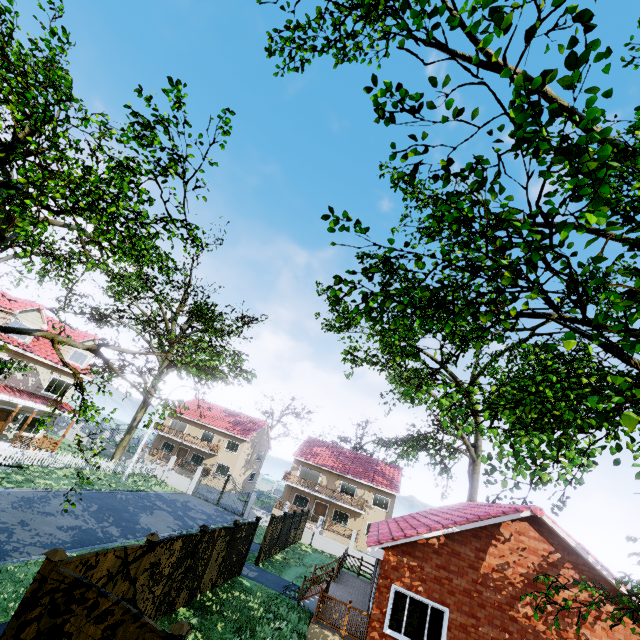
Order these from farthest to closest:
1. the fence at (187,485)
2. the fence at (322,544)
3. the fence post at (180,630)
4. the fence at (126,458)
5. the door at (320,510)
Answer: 1. the door at (320,510)
2. the fence at (187,485)
3. the fence at (322,544)
4. the fence at (126,458)
5. the fence post at (180,630)

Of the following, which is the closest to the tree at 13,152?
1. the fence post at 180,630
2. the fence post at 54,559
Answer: the fence post at 54,559

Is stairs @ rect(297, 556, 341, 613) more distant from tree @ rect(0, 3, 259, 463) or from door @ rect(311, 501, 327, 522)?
door @ rect(311, 501, 327, 522)

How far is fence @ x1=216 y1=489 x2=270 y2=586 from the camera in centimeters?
1420cm

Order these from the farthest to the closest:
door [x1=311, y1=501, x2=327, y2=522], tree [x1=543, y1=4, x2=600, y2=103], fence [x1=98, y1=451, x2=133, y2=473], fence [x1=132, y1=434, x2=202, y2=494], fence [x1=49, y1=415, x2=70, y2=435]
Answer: door [x1=311, y1=501, x2=327, y2=522]
fence [x1=49, y1=415, x2=70, y2=435]
fence [x1=132, y1=434, x2=202, y2=494]
fence [x1=98, y1=451, x2=133, y2=473]
tree [x1=543, y1=4, x2=600, y2=103]

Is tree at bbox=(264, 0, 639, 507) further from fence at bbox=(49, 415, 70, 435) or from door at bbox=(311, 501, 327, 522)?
door at bbox=(311, 501, 327, 522)

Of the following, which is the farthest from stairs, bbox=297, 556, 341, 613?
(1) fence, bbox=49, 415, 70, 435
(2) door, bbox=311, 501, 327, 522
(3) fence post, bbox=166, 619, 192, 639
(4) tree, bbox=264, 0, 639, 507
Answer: (2) door, bbox=311, 501, 327, 522

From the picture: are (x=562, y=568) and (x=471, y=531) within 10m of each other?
yes
